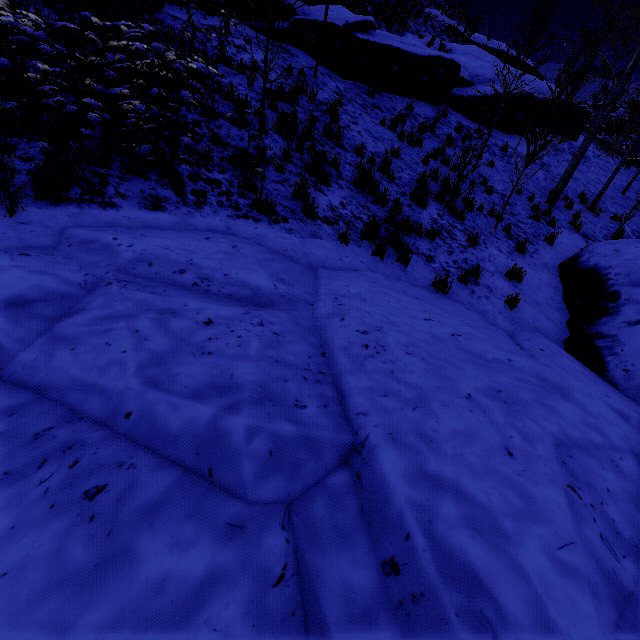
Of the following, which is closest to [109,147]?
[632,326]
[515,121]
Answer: [632,326]

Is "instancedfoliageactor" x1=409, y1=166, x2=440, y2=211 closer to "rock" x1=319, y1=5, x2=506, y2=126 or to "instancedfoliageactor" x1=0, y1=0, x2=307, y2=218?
"rock" x1=319, y1=5, x2=506, y2=126

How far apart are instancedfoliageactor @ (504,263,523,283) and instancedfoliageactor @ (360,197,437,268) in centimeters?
256cm

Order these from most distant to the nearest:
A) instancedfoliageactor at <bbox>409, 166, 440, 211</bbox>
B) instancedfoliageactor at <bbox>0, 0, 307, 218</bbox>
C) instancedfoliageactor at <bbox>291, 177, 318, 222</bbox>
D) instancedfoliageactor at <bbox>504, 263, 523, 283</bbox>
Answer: instancedfoliageactor at <bbox>409, 166, 440, 211</bbox> < instancedfoliageactor at <bbox>504, 263, 523, 283</bbox> < instancedfoliageactor at <bbox>291, 177, 318, 222</bbox> < instancedfoliageactor at <bbox>0, 0, 307, 218</bbox>

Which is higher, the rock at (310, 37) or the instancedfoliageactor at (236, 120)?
the rock at (310, 37)

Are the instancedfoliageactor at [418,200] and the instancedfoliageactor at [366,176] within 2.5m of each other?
yes

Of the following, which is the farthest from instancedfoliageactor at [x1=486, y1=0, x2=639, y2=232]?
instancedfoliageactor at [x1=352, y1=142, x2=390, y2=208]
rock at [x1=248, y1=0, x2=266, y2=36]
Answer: instancedfoliageactor at [x1=352, y1=142, x2=390, y2=208]

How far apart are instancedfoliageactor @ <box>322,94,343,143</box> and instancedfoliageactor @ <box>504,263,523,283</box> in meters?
5.6
